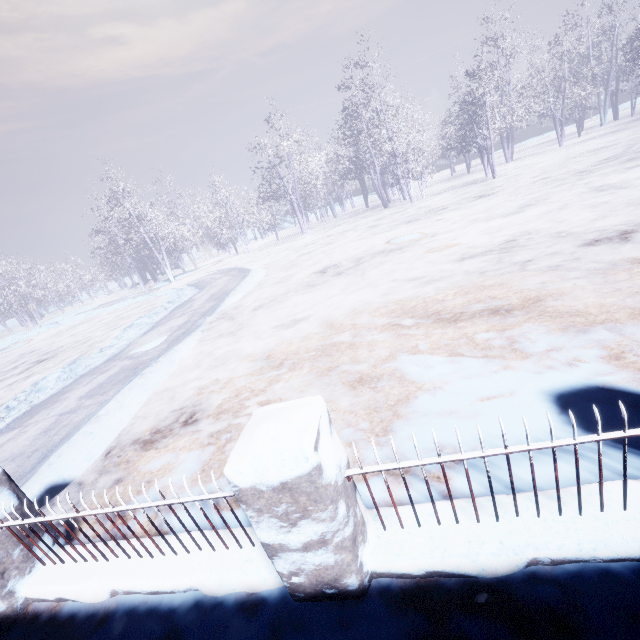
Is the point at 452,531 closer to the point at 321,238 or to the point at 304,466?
the point at 304,466
